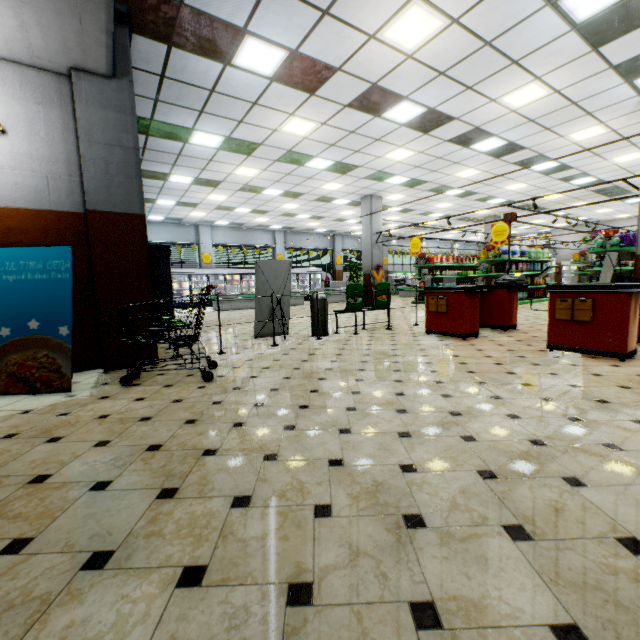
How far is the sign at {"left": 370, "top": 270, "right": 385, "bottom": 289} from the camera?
13.4m

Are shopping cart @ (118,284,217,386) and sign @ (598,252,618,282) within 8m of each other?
no

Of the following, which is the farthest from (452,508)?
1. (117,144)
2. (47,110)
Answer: (47,110)

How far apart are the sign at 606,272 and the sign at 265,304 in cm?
744

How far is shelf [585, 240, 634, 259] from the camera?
9.63m

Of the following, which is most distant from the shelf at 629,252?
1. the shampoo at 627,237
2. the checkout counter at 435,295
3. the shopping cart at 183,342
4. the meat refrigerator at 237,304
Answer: the meat refrigerator at 237,304

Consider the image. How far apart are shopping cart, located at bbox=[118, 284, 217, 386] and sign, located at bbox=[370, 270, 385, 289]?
9.64m

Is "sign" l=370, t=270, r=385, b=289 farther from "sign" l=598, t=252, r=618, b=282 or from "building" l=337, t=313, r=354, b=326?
"sign" l=598, t=252, r=618, b=282
